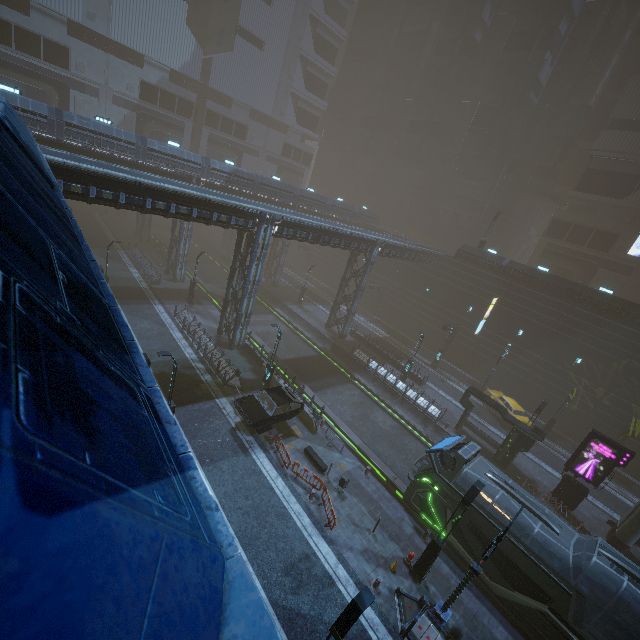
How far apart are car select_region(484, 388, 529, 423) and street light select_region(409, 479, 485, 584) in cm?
1828

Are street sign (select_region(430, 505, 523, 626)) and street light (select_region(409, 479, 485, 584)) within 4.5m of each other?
yes

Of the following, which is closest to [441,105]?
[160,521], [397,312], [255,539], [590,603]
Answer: [397,312]

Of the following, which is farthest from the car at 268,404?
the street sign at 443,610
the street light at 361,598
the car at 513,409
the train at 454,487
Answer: the car at 513,409

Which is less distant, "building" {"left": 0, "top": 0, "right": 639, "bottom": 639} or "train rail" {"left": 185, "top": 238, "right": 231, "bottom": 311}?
"building" {"left": 0, "top": 0, "right": 639, "bottom": 639}

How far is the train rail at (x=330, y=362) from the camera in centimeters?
2231cm

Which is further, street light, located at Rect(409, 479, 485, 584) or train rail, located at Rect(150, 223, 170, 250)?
train rail, located at Rect(150, 223, 170, 250)

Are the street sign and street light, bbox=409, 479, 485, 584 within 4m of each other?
yes
